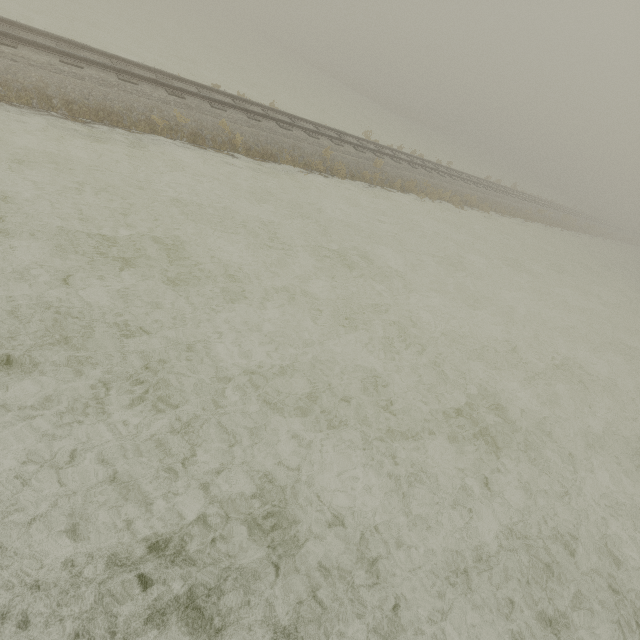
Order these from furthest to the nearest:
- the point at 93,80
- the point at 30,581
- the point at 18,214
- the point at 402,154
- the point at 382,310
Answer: the point at 402,154 → the point at 93,80 → the point at 382,310 → the point at 18,214 → the point at 30,581
